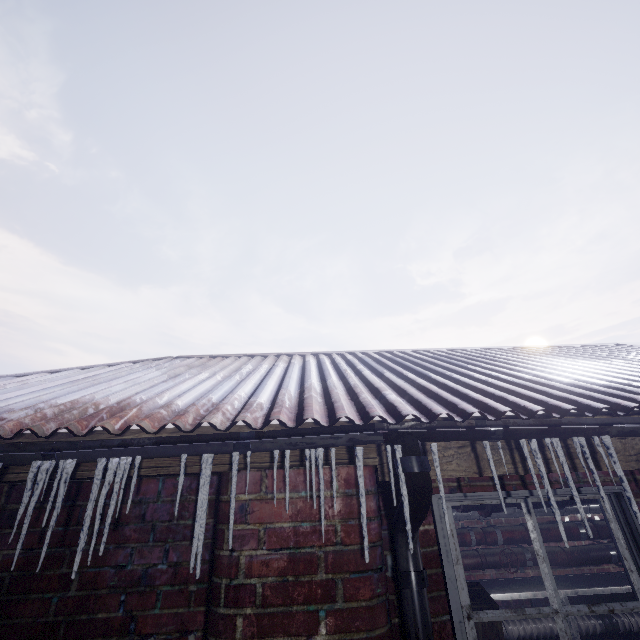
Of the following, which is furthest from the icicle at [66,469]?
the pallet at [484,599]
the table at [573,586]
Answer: the table at [573,586]

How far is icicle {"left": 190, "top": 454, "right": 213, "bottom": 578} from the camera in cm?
101

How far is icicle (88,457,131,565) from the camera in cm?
104

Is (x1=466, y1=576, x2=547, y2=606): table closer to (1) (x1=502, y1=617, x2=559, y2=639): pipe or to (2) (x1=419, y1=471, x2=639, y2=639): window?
(1) (x1=502, y1=617, x2=559, y2=639): pipe

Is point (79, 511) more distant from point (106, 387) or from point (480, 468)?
point (480, 468)

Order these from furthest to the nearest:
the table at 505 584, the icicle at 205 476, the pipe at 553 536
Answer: the pipe at 553 536
the table at 505 584
the icicle at 205 476

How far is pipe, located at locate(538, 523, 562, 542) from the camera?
3.9 meters

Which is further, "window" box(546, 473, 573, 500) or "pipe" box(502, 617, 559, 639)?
"pipe" box(502, 617, 559, 639)
